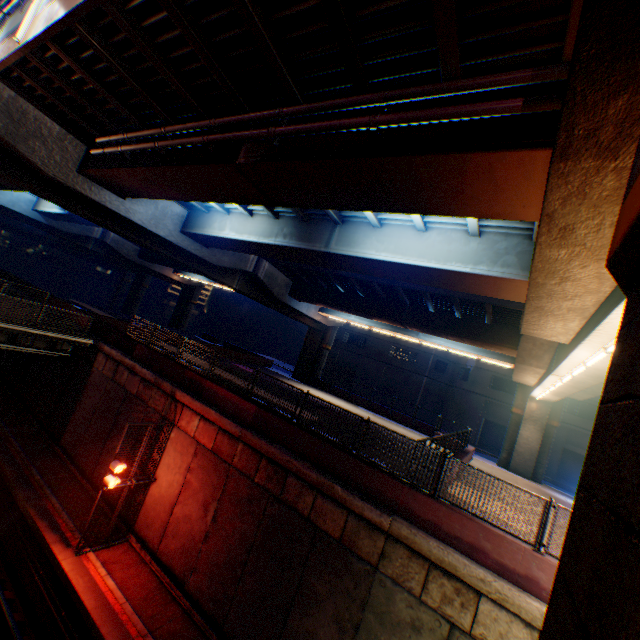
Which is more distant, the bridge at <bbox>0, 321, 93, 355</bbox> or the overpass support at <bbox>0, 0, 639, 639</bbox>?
the bridge at <bbox>0, 321, 93, 355</bbox>

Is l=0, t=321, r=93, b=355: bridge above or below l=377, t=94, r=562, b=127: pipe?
below

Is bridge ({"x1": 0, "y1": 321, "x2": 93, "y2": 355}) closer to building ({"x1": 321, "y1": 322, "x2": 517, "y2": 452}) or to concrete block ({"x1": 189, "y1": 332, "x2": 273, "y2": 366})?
concrete block ({"x1": 189, "y1": 332, "x2": 273, "y2": 366})

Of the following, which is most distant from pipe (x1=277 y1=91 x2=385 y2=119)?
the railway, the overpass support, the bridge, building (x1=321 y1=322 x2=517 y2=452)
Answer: building (x1=321 y1=322 x2=517 y2=452)

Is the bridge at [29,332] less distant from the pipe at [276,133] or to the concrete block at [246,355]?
the concrete block at [246,355]

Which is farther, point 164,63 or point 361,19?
point 164,63

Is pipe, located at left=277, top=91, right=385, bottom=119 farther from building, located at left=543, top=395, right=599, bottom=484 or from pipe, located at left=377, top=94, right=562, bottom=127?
building, located at left=543, top=395, right=599, bottom=484

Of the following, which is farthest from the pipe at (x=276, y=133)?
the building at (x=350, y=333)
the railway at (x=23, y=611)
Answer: the building at (x=350, y=333)
